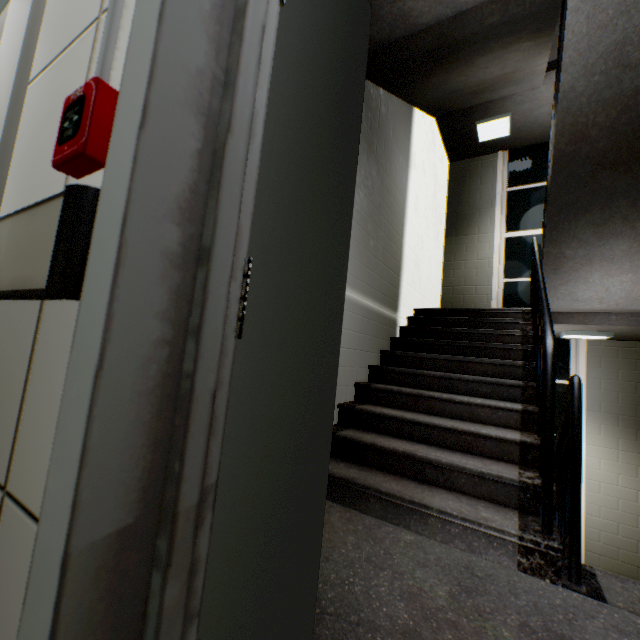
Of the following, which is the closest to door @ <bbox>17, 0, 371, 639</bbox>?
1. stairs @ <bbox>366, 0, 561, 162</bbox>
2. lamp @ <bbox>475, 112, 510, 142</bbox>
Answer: stairs @ <bbox>366, 0, 561, 162</bbox>

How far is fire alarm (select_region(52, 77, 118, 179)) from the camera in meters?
0.5

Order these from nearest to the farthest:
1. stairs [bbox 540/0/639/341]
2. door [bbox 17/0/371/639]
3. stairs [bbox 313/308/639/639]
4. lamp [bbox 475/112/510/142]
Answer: door [bbox 17/0/371/639] < stairs [bbox 313/308/639/639] < stairs [bbox 540/0/639/341] < lamp [bbox 475/112/510/142]

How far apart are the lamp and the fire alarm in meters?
6.4 m

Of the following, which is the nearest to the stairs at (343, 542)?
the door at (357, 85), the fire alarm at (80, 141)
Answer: the door at (357, 85)

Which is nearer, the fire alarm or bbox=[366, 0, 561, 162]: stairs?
the fire alarm

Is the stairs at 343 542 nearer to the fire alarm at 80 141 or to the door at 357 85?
the door at 357 85

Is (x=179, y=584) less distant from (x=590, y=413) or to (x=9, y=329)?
(x=9, y=329)
